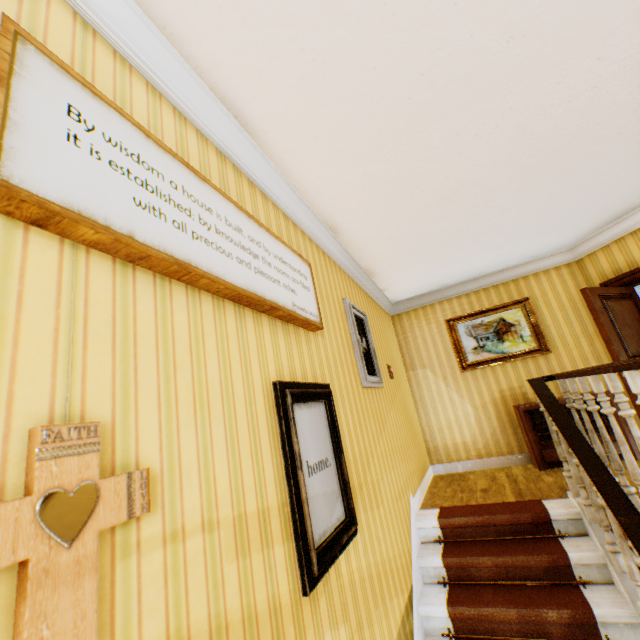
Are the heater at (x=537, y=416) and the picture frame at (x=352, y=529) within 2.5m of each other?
no

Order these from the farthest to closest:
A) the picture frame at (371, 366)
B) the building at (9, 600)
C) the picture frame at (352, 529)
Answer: the picture frame at (371, 366)
the picture frame at (352, 529)
the building at (9, 600)

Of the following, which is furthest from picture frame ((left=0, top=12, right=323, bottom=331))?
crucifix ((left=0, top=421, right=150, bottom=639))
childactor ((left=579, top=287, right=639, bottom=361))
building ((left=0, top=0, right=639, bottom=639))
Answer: childactor ((left=579, top=287, right=639, bottom=361))

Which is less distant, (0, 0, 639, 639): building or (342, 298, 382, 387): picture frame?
(0, 0, 639, 639): building

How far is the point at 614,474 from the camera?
3.8m

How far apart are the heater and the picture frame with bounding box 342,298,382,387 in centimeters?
244cm

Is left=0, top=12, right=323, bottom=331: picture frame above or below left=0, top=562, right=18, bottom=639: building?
above

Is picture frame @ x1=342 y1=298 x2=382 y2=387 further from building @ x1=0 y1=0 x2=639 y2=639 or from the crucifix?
the crucifix
